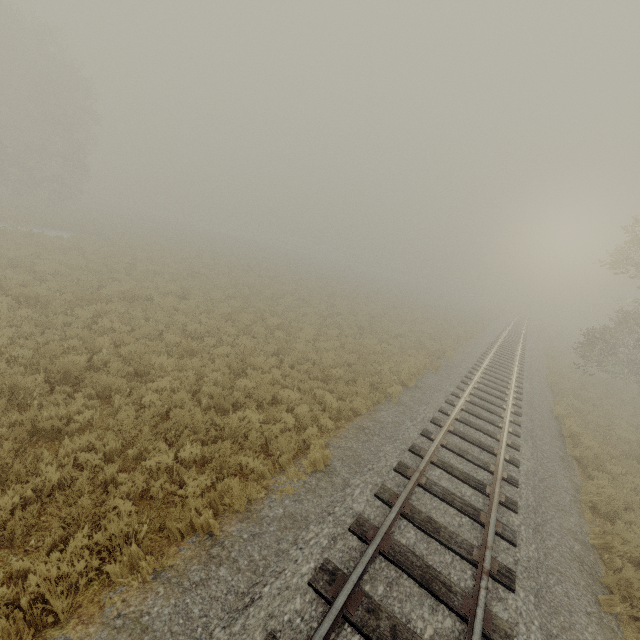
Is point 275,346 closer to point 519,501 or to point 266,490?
point 266,490
